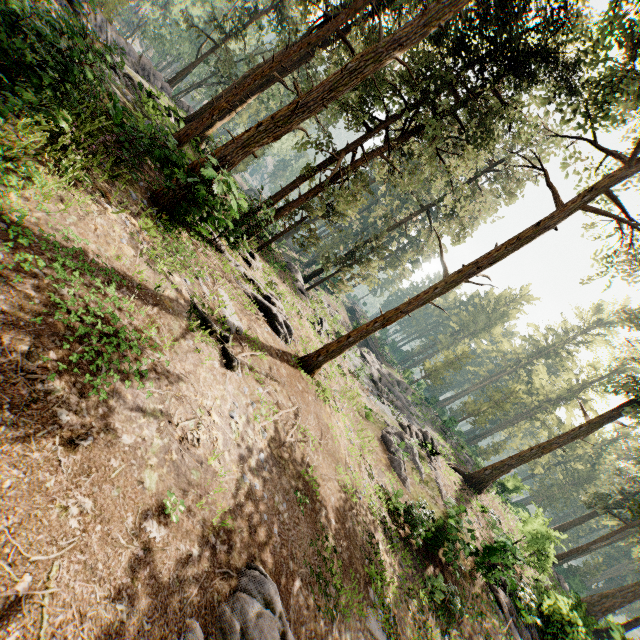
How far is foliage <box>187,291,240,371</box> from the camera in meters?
8.8

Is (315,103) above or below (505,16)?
below

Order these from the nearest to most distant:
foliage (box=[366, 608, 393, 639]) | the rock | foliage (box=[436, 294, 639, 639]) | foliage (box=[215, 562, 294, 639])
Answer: foliage (box=[215, 562, 294, 639]), the rock, foliage (box=[366, 608, 393, 639]), foliage (box=[436, 294, 639, 639])

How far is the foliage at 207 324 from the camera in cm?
876

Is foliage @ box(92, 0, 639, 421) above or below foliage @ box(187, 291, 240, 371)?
above

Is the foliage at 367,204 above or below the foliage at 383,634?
above

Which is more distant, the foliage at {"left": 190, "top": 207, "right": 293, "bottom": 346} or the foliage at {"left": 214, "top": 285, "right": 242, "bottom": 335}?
the foliage at {"left": 190, "top": 207, "right": 293, "bottom": 346}
